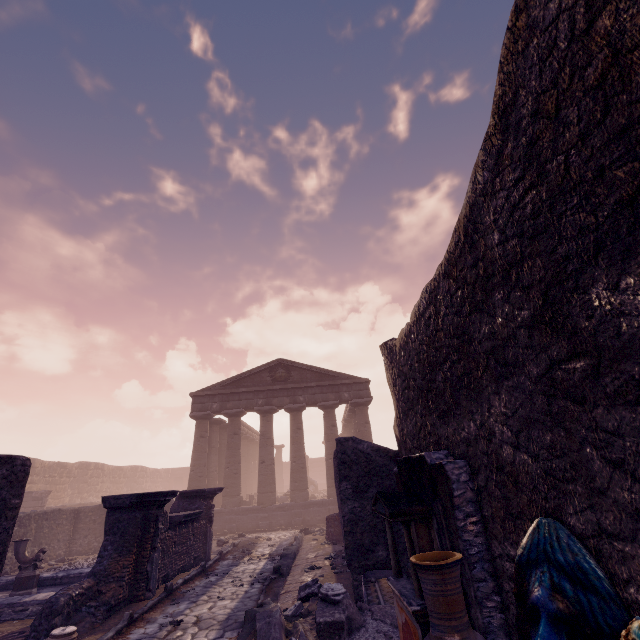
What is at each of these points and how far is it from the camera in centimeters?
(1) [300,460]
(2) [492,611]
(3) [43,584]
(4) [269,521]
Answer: (1) column, 1914cm
(2) altar, 247cm
(3) pool, 927cm
(4) building base, 1744cm

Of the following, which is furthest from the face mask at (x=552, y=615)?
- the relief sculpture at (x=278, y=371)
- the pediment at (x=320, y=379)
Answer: the relief sculpture at (x=278, y=371)

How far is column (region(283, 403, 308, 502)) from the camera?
18.4 meters

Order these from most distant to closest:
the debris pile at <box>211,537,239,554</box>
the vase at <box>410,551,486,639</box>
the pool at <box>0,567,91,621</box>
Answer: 1. the debris pile at <box>211,537,239,554</box>
2. the pool at <box>0,567,91,621</box>
3. the vase at <box>410,551,486,639</box>

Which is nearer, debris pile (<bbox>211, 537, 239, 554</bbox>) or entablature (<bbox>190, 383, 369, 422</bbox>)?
debris pile (<bbox>211, 537, 239, 554</bbox>)

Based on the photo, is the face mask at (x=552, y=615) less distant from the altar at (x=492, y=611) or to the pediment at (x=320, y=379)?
the altar at (x=492, y=611)

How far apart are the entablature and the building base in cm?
529

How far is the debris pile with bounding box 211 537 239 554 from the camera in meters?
12.2
